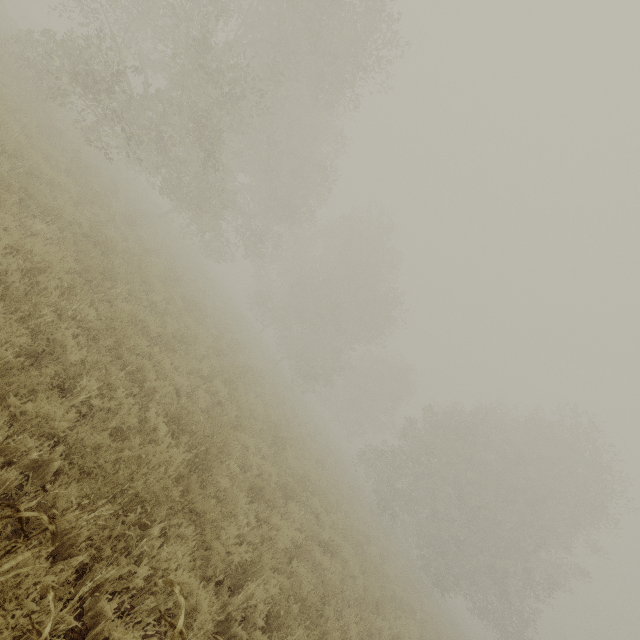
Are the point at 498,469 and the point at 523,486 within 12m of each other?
yes
